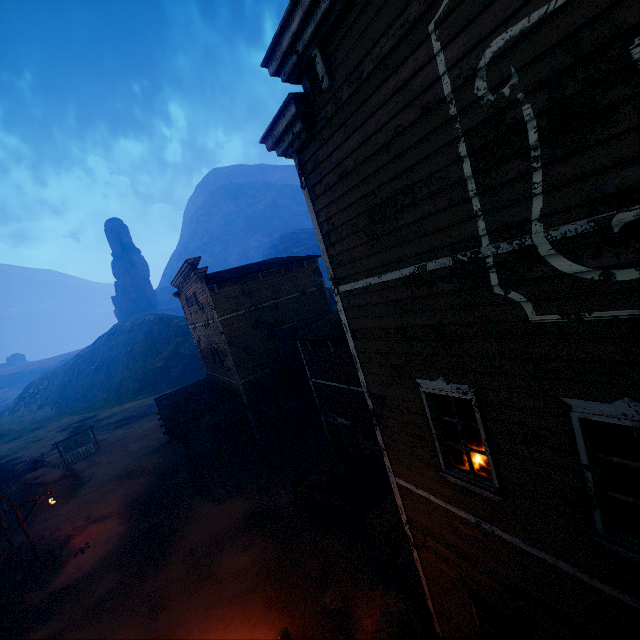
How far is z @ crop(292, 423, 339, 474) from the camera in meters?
17.3 m

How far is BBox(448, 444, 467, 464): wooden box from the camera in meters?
5.3

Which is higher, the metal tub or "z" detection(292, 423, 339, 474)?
the metal tub

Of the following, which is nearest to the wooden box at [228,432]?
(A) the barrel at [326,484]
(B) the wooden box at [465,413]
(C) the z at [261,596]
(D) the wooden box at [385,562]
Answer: (C) the z at [261,596]

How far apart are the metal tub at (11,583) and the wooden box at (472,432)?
21.1m

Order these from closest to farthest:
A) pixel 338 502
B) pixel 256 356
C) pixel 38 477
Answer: pixel 338 502
pixel 256 356
pixel 38 477

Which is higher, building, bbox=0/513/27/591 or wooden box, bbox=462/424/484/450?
wooden box, bbox=462/424/484/450

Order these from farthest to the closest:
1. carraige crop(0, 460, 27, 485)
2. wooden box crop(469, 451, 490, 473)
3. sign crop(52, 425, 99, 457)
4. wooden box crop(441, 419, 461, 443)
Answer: sign crop(52, 425, 99, 457) → carraige crop(0, 460, 27, 485) → wooden box crop(441, 419, 461, 443) → wooden box crop(469, 451, 490, 473)
